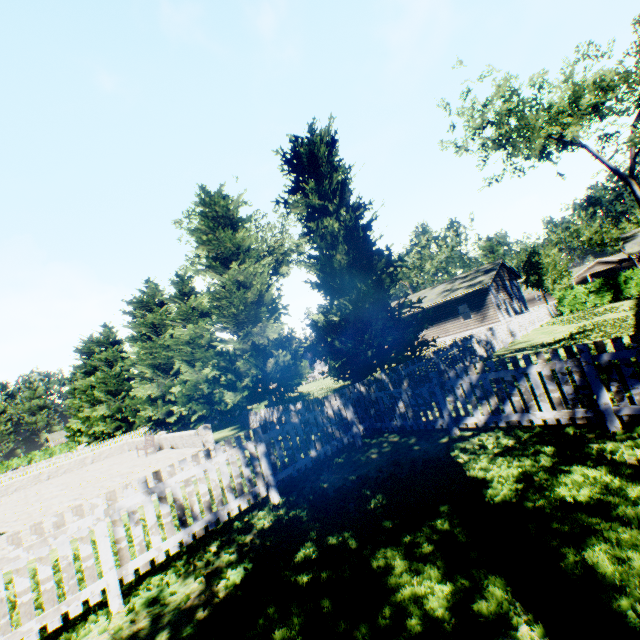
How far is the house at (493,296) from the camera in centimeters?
2822cm

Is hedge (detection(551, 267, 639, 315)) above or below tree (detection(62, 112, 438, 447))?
below

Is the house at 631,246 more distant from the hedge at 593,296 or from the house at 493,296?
the house at 493,296

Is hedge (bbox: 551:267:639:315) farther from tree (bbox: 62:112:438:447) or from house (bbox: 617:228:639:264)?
house (bbox: 617:228:639:264)

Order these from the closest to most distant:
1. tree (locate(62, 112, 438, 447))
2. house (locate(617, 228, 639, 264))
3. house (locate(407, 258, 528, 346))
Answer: tree (locate(62, 112, 438, 447)) < house (locate(617, 228, 639, 264)) < house (locate(407, 258, 528, 346))

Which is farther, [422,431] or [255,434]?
[422,431]

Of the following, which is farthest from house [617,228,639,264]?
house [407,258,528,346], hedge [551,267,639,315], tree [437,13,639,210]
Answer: house [407,258,528,346]
